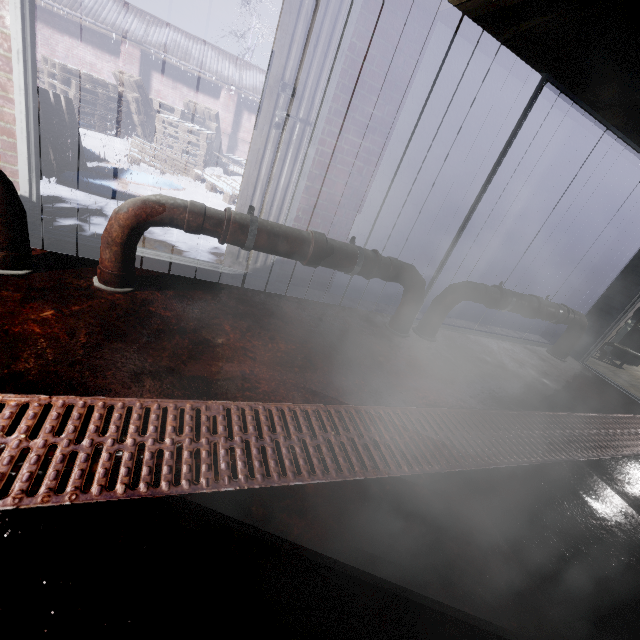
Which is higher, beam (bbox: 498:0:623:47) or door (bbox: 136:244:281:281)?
beam (bbox: 498:0:623:47)

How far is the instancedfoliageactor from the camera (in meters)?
3.52

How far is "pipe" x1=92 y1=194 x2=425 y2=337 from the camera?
1.64m

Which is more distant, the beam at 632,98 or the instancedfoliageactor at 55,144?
the instancedfoliageactor at 55,144

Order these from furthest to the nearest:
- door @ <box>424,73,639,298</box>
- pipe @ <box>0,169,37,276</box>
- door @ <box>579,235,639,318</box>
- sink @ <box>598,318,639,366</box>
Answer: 1. sink @ <box>598,318,639,366</box>
2. door @ <box>579,235,639,318</box>
3. door @ <box>424,73,639,298</box>
4. pipe @ <box>0,169,37,276</box>

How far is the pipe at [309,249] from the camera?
1.6m

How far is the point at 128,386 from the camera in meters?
1.3 m

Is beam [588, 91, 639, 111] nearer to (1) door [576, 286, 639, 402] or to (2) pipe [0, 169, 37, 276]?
(1) door [576, 286, 639, 402]
